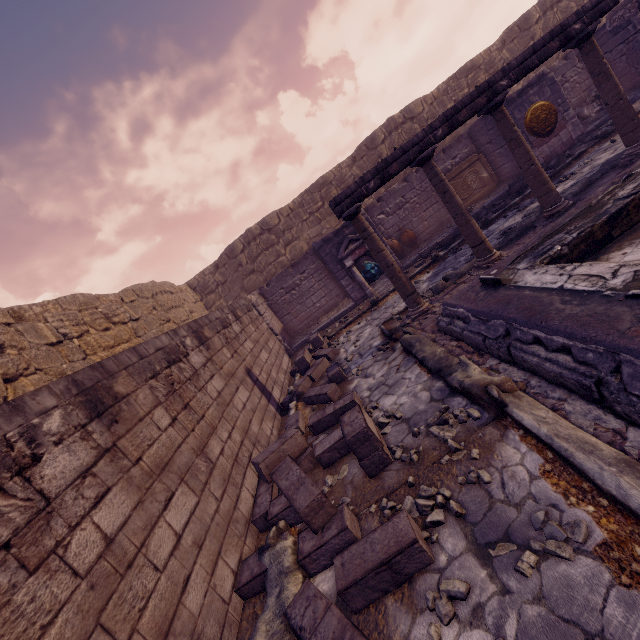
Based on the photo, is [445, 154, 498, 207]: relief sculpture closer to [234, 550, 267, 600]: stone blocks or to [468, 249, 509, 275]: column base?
[468, 249, 509, 275]: column base

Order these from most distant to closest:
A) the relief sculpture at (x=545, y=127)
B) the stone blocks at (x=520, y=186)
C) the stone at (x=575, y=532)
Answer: the relief sculpture at (x=545, y=127), the stone blocks at (x=520, y=186), the stone at (x=575, y=532)

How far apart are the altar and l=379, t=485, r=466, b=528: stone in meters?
7.2 m

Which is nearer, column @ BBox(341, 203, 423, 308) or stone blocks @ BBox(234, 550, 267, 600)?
stone blocks @ BBox(234, 550, 267, 600)

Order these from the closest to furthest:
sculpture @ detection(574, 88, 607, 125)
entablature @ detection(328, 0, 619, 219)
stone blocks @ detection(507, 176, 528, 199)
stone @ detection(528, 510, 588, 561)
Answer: stone @ detection(528, 510, 588, 561) < entablature @ detection(328, 0, 619, 219) < stone blocks @ detection(507, 176, 528, 199) < sculpture @ detection(574, 88, 607, 125)

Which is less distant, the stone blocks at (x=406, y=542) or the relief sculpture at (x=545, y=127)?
the stone blocks at (x=406, y=542)

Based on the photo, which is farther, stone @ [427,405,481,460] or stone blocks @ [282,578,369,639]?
stone @ [427,405,481,460]

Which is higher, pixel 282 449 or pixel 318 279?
pixel 318 279
